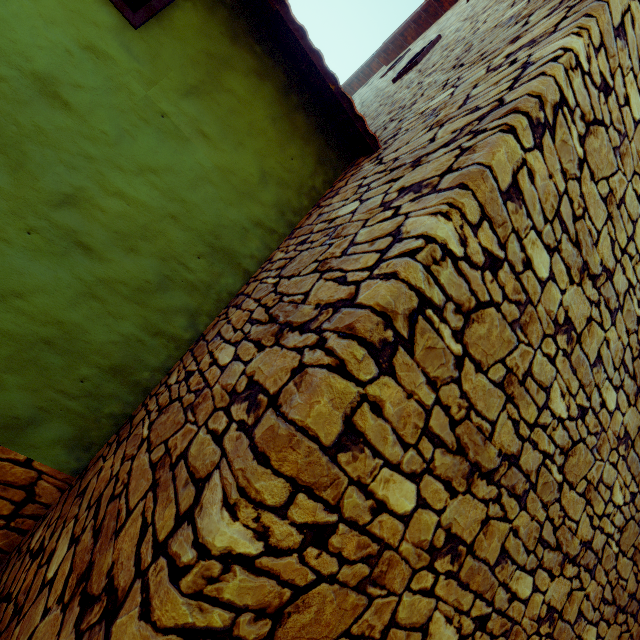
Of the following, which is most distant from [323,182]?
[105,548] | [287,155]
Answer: [105,548]
